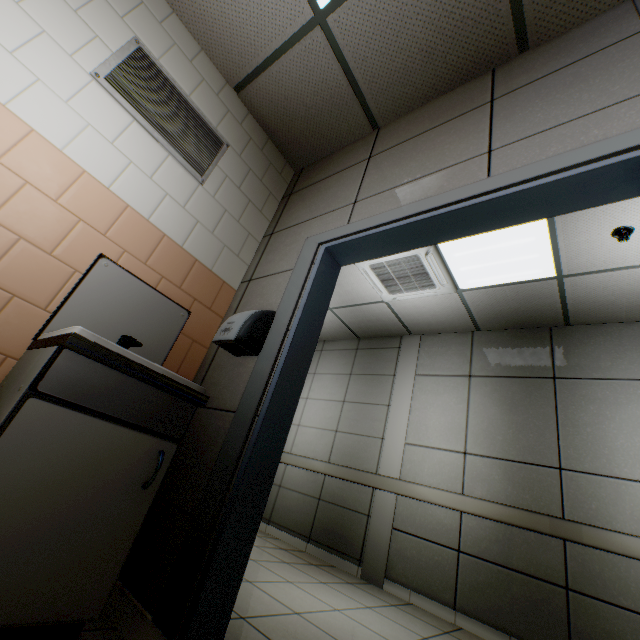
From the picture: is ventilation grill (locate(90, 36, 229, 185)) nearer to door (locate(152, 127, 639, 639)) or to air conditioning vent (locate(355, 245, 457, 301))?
door (locate(152, 127, 639, 639))

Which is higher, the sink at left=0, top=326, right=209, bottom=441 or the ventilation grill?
the ventilation grill

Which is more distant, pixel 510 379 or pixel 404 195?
pixel 510 379

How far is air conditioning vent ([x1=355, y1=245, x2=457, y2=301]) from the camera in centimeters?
357cm

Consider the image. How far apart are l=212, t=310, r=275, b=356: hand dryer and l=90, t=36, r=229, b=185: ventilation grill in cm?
110

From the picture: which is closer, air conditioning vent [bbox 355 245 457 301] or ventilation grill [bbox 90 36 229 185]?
ventilation grill [bbox 90 36 229 185]

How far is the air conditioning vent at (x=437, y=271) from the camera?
3.6m

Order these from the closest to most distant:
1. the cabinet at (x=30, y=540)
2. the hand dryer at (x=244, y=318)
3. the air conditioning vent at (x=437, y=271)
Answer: the cabinet at (x=30, y=540), the hand dryer at (x=244, y=318), the air conditioning vent at (x=437, y=271)
